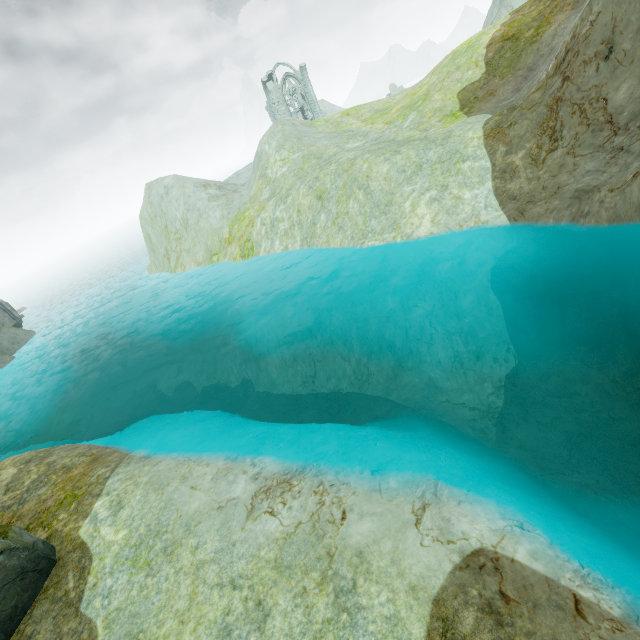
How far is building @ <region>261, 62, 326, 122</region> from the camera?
48.9m

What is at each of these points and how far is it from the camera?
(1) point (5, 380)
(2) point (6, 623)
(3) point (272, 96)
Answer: (1) rock, 31.58m
(2) rock, 7.37m
(3) building, 49.19m

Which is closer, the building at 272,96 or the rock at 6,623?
the rock at 6,623

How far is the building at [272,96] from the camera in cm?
4891

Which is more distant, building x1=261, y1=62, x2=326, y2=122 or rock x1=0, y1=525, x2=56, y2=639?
building x1=261, y1=62, x2=326, y2=122

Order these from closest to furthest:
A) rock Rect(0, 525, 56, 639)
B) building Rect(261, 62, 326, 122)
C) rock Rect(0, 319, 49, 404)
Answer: rock Rect(0, 525, 56, 639), rock Rect(0, 319, 49, 404), building Rect(261, 62, 326, 122)

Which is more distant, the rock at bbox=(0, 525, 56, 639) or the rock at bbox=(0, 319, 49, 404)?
the rock at bbox=(0, 319, 49, 404)
